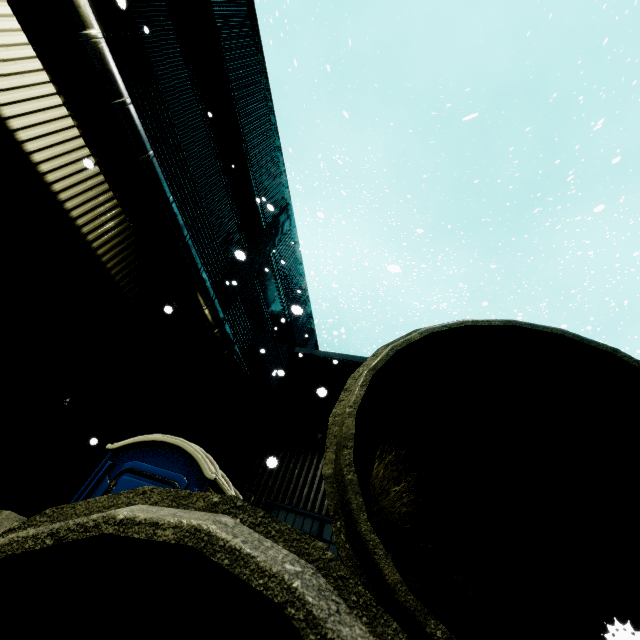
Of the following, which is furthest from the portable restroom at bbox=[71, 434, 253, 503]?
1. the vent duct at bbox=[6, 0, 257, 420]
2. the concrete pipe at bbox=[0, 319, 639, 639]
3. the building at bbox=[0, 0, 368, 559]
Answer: the vent duct at bbox=[6, 0, 257, 420]

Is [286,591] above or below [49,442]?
below

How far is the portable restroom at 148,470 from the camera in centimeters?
356cm

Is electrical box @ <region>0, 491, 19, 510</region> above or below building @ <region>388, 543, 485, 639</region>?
below

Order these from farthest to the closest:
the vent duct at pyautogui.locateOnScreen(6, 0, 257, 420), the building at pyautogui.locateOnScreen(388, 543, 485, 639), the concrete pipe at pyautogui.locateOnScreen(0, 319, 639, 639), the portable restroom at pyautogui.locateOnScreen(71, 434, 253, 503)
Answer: the building at pyautogui.locateOnScreen(388, 543, 485, 639)
the vent duct at pyautogui.locateOnScreen(6, 0, 257, 420)
the portable restroom at pyautogui.locateOnScreen(71, 434, 253, 503)
the concrete pipe at pyautogui.locateOnScreen(0, 319, 639, 639)

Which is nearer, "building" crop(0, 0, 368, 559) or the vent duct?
the vent duct

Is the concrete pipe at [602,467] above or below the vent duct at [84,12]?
below

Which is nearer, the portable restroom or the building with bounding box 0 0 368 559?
the portable restroom
